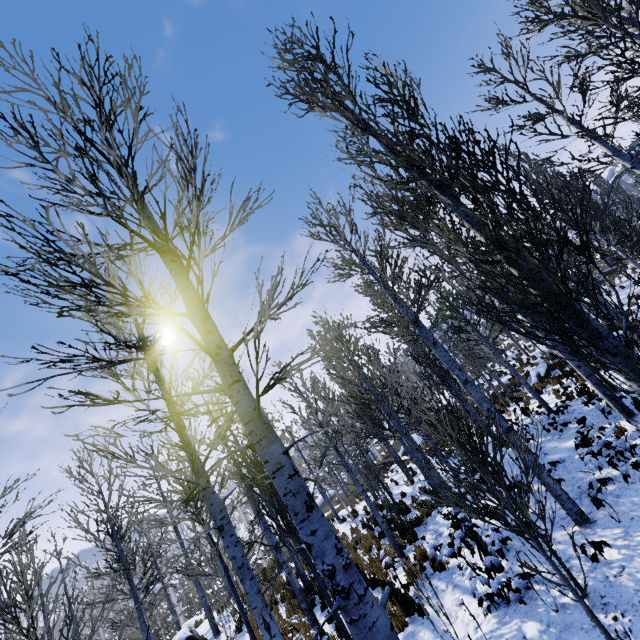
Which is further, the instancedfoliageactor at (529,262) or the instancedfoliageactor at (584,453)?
the instancedfoliageactor at (584,453)

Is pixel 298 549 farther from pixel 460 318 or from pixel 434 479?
pixel 460 318

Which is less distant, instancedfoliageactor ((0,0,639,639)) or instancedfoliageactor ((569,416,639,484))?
instancedfoliageactor ((0,0,639,639))
